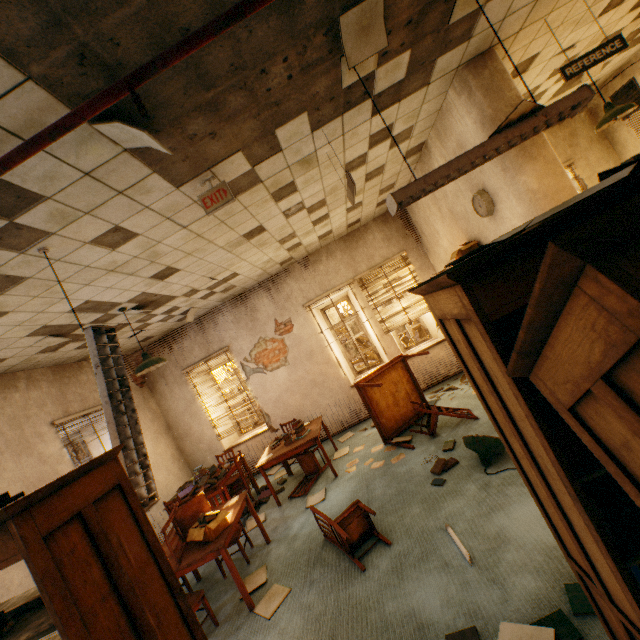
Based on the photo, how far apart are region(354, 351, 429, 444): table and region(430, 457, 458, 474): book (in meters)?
0.82

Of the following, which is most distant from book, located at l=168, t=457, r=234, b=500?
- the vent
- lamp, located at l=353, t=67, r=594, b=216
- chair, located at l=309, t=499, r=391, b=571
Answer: the vent

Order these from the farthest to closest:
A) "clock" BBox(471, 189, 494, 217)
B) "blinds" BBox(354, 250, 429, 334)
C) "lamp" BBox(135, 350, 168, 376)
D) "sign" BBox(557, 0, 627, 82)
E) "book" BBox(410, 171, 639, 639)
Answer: "blinds" BBox(354, 250, 429, 334)
"lamp" BBox(135, 350, 168, 376)
"clock" BBox(471, 189, 494, 217)
"sign" BBox(557, 0, 627, 82)
"book" BBox(410, 171, 639, 639)

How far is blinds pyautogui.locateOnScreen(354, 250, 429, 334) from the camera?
7.2 meters

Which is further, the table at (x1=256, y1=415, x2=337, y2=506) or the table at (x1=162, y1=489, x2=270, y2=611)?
the table at (x1=256, y1=415, x2=337, y2=506)

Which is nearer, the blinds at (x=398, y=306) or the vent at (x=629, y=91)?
the vent at (x=629, y=91)

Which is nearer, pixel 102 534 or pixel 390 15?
pixel 102 534

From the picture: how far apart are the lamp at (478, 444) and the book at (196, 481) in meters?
4.2 m
